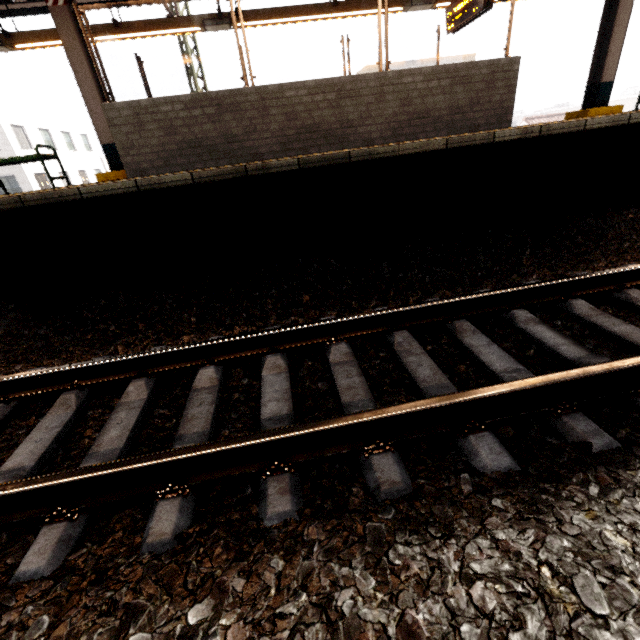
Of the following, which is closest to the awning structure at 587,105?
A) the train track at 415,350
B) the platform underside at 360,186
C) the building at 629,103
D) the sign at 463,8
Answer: the sign at 463,8

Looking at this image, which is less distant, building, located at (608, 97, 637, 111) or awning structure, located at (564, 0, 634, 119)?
awning structure, located at (564, 0, 634, 119)

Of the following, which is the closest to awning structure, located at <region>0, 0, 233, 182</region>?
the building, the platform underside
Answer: the platform underside

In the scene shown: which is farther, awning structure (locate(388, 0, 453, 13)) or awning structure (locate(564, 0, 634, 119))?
awning structure (locate(388, 0, 453, 13))

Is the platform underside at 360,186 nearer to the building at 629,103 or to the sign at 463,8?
the sign at 463,8

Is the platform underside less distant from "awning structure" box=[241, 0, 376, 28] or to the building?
"awning structure" box=[241, 0, 376, 28]

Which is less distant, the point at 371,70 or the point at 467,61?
the point at 371,70
